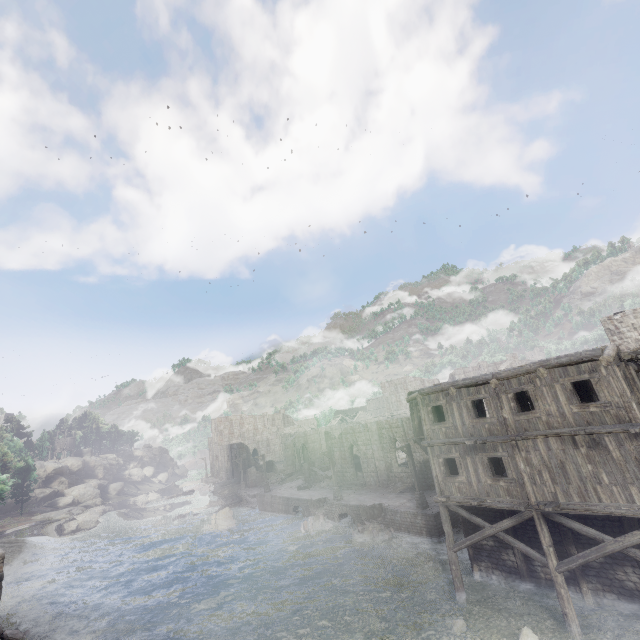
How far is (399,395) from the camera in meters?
57.1 m

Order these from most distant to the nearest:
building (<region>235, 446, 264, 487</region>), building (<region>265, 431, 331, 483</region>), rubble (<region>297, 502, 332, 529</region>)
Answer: building (<region>235, 446, 264, 487</region>), building (<region>265, 431, 331, 483</region>), rubble (<region>297, 502, 332, 529</region>)

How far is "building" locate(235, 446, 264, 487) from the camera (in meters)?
52.28

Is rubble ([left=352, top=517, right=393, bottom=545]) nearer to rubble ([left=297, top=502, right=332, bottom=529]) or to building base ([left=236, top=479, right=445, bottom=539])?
building base ([left=236, top=479, right=445, bottom=539])

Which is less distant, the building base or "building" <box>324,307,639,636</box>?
"building" <box>324,307,639,636</box>

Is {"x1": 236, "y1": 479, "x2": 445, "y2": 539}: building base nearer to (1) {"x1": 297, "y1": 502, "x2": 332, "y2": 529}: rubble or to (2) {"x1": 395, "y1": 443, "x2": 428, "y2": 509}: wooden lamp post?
(1) {"x1": 297, "y1": 502, "x2": 332, "y2": 529}: rubble

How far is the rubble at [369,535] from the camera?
25.1m

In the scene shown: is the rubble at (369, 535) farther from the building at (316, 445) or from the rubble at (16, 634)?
the rubble at (16, 634)
